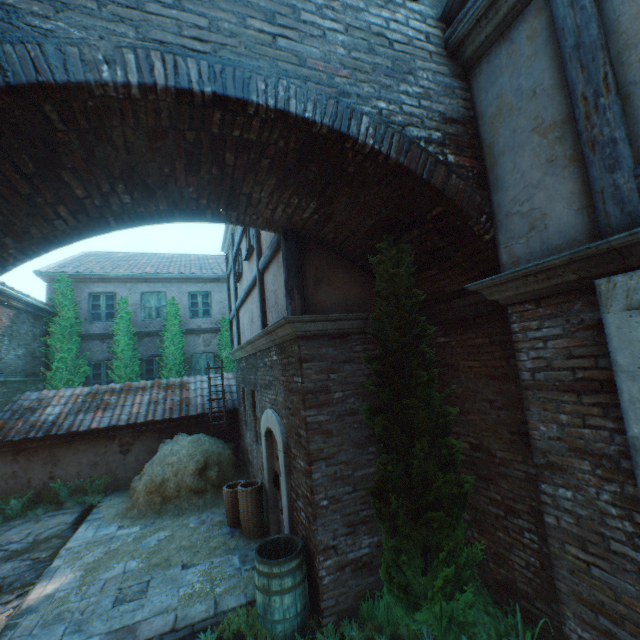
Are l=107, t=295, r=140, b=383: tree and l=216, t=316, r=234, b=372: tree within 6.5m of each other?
yes

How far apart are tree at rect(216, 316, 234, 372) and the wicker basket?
8.2 meters

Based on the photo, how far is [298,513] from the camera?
4.7 meters

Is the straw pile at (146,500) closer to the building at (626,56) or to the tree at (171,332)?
the building at (626,56)

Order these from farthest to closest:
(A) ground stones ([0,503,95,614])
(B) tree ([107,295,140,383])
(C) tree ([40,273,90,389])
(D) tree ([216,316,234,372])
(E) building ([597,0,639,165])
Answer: (D) tree ([216,316,234,372]) → (B) tree ([107,295,140,383]) → (C) tree ([40,273,90,389]) → (A) ground stones ([0,503,95,614]) → (E) building ([597,0,639,165])

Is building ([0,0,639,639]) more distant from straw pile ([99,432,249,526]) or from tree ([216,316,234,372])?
tree ([216,316,234,372])

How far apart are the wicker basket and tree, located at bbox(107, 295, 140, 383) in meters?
8.7 m

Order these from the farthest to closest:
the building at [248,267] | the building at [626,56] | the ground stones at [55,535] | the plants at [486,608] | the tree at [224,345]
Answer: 1. the tree at [224,345]
2. the building at [248,267]
3. the ground stones at [55,535]
4. the plants at [486,608]
5. the building at [626,56]
